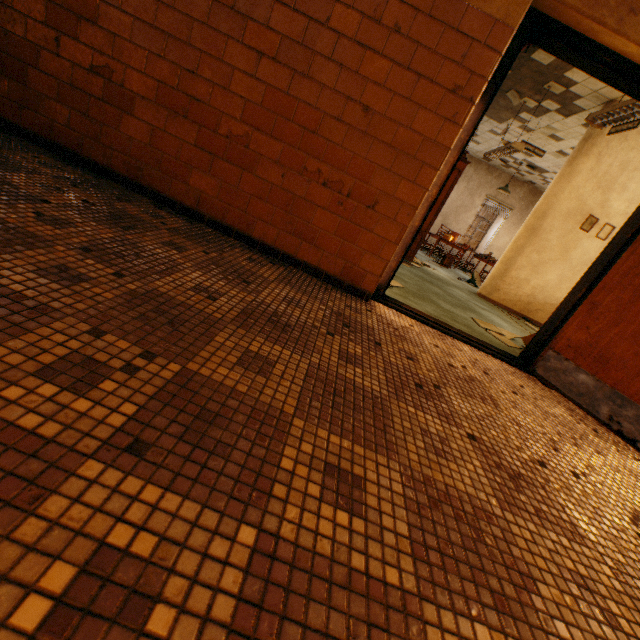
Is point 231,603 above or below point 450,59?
below

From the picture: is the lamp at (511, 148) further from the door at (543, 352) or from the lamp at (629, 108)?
the door at (543, 352)

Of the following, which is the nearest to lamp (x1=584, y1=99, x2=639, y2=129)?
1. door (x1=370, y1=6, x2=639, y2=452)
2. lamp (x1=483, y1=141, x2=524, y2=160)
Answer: door (x1=370, y1=6, x2=639, y2=452)

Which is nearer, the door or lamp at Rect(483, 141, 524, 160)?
the door

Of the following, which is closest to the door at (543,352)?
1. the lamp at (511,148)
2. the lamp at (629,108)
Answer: the lamp at (629,108)

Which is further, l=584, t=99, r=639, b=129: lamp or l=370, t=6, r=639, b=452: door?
l=584, t=99, r=639, b=129: lamp

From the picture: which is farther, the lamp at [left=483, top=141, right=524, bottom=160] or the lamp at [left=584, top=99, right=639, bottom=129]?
the lamp at [left=483, top=141, right=524, bottom=160]
